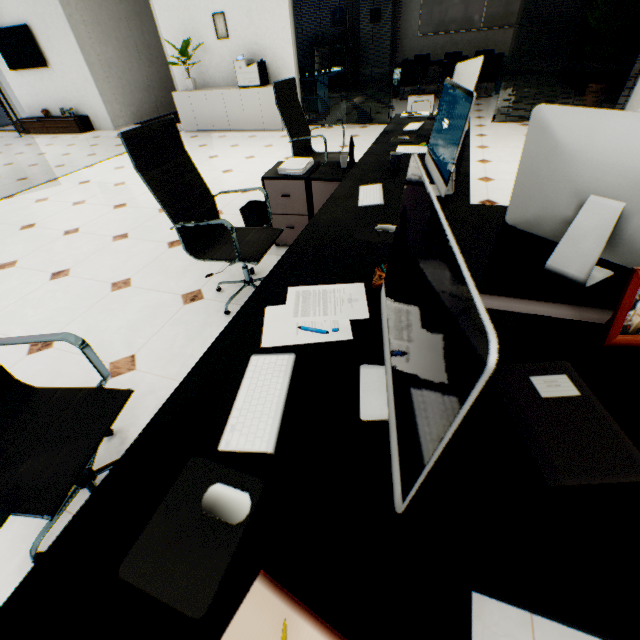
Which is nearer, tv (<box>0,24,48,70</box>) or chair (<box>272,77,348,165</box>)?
chair (<box>272,77,348,165</box>)

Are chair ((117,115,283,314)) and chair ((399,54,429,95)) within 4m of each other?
no

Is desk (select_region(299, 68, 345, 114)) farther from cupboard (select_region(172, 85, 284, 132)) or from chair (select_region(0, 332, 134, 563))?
chair (select_region(0, 332, 134, 563))

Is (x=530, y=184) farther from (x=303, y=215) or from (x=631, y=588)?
(x=303, y=215)

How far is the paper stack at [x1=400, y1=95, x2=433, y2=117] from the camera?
3.55m

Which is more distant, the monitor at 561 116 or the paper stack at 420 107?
the paper stack at 420 107

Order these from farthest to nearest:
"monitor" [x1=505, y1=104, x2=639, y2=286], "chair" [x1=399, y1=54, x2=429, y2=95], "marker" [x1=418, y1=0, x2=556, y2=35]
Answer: "marker" [x1=418, y1=0, x2=556, y2=35], "chair" [x1=399, y1=54, x2=429, y2=95], "monitor" [x1=505, y1=104, x2=639, y2=286]

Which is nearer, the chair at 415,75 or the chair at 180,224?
the chair at 180,224
